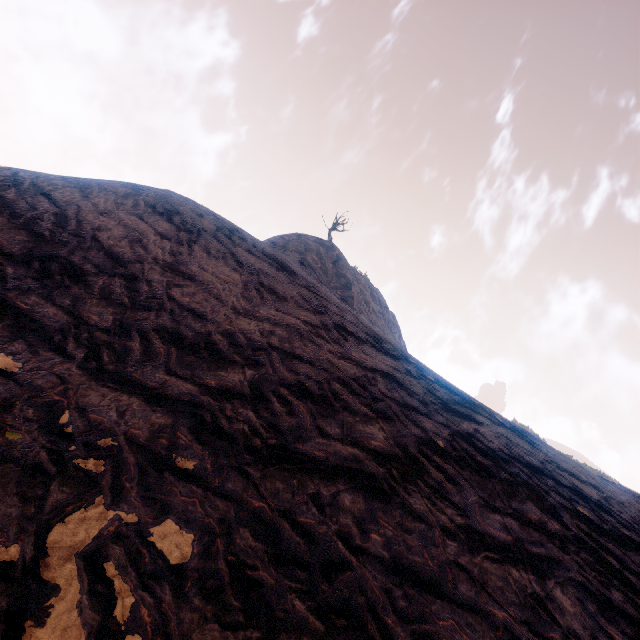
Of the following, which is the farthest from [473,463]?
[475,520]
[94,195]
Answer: [94,195]
